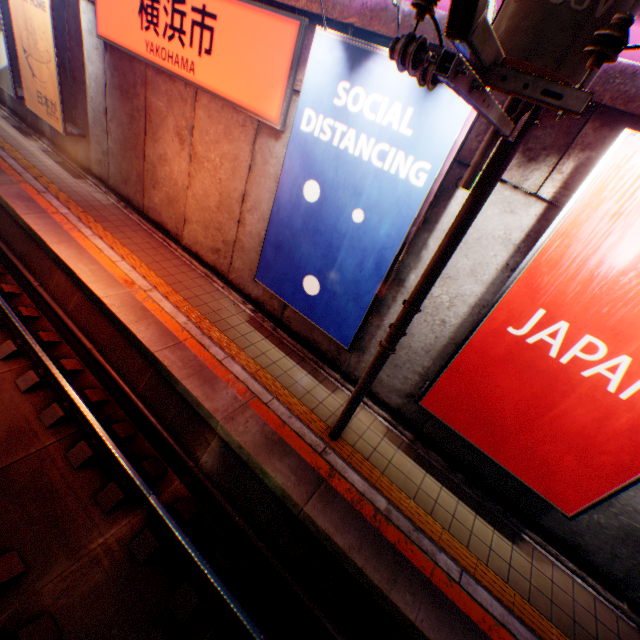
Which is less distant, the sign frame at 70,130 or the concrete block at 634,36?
the concrete block at 634,36

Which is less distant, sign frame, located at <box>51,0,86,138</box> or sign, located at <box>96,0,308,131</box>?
sign, located at <box>96,0,308,131</box>

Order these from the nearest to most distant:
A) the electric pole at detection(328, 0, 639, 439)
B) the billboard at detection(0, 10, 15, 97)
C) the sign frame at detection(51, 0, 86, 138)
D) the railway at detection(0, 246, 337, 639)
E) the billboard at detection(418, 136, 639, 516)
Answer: the electric pole at detection(328, 0, 639, 439), the billboard at detection(418, 136, 639, 516), the railway at detection(0, 246, 337, 639), the sign frame at detection(51, 0, 86, 138), the billboard at detection(0, 10, 15, 97)

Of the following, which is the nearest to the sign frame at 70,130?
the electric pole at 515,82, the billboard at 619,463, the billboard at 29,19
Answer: the billboard at 29,19

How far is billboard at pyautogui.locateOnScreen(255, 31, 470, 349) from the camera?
4.3m

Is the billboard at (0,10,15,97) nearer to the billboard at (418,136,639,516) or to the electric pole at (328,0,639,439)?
the electric pole at (328,0,639,439)

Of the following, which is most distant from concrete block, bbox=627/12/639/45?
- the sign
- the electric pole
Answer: the electric pole

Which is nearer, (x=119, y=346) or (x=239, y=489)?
(x=239, y=489)
